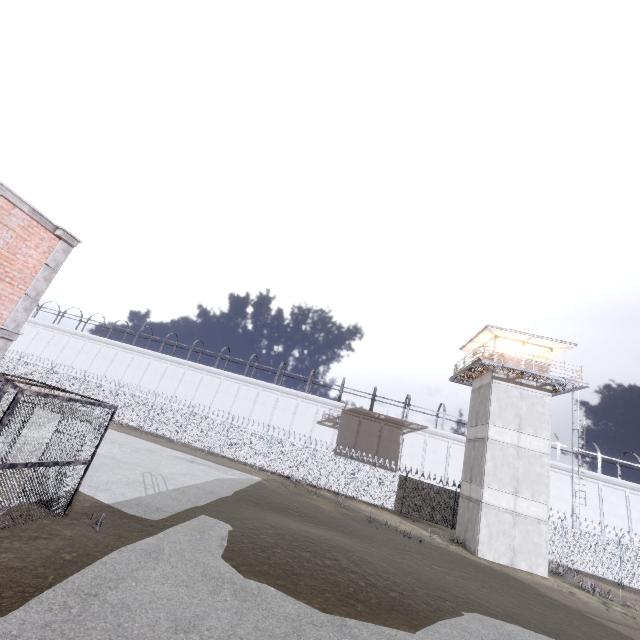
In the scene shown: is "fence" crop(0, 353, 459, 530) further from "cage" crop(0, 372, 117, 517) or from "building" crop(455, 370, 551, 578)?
"cage" crop(0, 372, 117, 517)

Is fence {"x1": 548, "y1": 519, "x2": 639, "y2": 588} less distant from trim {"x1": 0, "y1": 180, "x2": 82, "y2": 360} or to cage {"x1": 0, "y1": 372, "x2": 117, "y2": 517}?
cage {"x1": 0, "y1": 372, "x2": 117, "y2": 517}

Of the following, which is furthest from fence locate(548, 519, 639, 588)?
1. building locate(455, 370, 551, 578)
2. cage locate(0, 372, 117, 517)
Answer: cage locate(0, 372, 117, 517)

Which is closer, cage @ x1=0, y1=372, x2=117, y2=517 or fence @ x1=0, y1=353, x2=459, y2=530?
cage @ x1=0, y1=372, x2=117, y2=517

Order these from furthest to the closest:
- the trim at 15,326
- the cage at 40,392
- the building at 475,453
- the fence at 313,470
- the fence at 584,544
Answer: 1. the fence at 313,470
2. the fence at 584,544
3. the building at 475,453
4. the trim at 15,326
5. the cage at 40,392

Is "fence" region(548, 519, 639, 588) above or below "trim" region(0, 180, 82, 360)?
below

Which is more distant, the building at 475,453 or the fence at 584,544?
the fence at 584,544

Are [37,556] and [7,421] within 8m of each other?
yes
